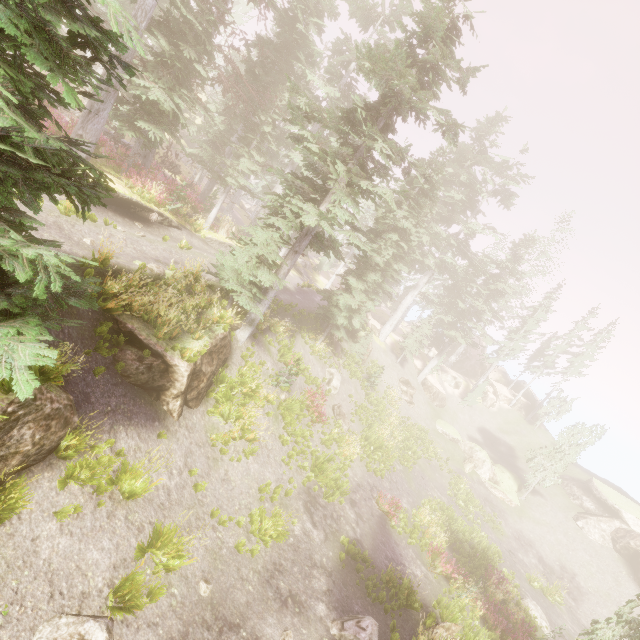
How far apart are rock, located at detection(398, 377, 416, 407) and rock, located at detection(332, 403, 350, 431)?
13.3 meters

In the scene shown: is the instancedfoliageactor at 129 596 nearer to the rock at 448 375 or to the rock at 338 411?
the rock at 448 375

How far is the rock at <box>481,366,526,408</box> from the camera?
44.70m

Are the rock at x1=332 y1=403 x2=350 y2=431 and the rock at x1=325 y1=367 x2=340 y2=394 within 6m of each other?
yes

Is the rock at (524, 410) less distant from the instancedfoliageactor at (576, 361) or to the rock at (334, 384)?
the instancedfoliageactor at (576, 361)

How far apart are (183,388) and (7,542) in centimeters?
530cm

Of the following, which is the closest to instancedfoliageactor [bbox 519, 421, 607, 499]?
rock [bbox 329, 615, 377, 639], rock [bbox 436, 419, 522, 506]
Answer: rock [bbox 329, 615, 377, 639]

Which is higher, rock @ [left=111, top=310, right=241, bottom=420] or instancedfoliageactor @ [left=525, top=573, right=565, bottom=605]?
rock @ [left=111, top=310, right=241, bottom=420]
